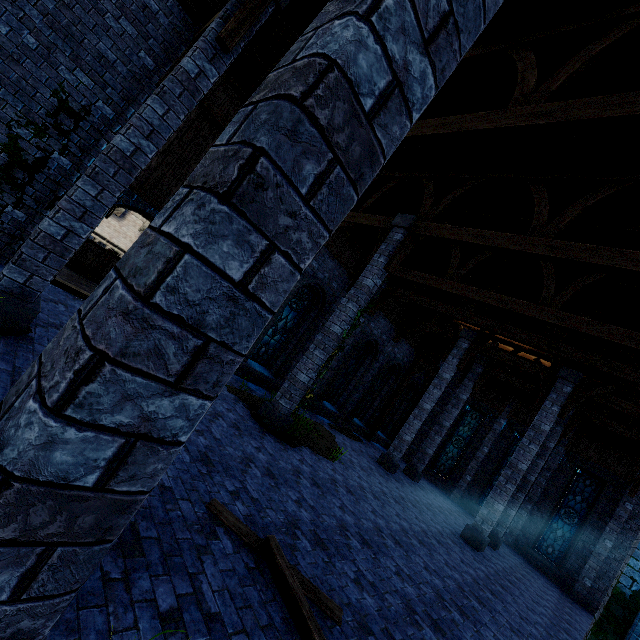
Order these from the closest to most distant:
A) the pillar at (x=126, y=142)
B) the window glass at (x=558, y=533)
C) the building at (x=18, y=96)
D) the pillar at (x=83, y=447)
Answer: the pillar at (x=83, y=447) → the pillar at (x=126, y=142) → the building at (x=18, y=96) → the window glass at (x=558, y=533)

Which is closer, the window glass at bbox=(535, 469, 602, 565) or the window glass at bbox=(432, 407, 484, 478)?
the window glass at bbox=(535, 469, 602, 565)

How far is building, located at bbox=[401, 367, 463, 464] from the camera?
21.1 meters

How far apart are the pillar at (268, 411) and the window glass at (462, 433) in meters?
15.5 m

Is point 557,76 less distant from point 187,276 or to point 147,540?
point 187,276

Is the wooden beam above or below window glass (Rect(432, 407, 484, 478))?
below

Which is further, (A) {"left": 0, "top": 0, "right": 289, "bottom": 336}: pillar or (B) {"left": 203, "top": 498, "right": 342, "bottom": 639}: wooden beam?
(A) {"left": 0, "top": 0, "right": 289, "bottom": 336}: pillar

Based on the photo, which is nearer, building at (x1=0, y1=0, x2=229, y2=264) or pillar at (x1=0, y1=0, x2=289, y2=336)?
pillar at (x1=0, y1=0, x2=289, y2=336)
